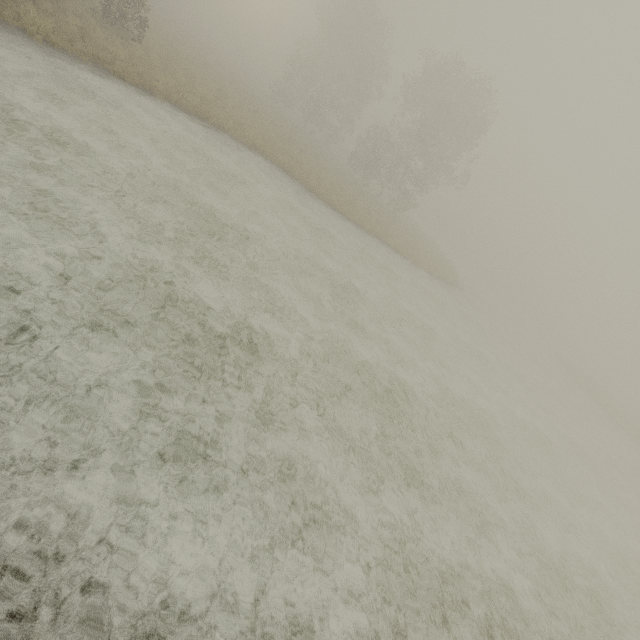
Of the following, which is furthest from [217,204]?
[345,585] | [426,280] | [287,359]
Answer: [426,280]
